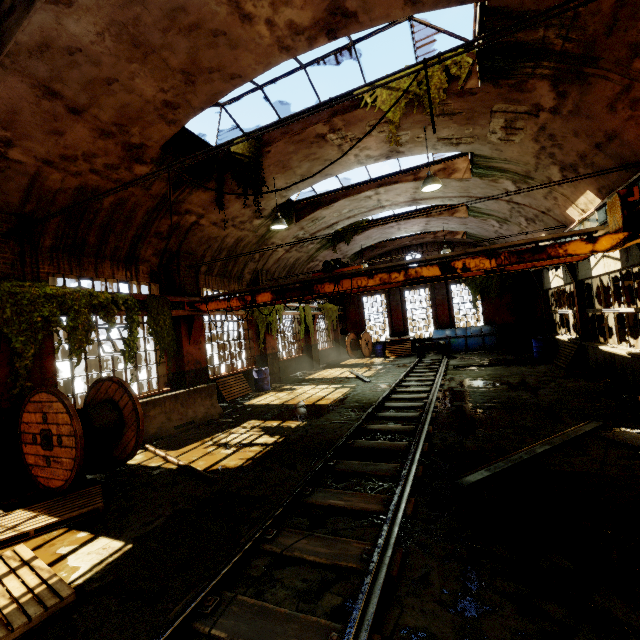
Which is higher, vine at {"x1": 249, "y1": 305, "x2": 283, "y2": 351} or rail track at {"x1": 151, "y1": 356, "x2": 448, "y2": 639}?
vine at {"x1": 249, "y1": 305, "x2": 283, "y2": 351}

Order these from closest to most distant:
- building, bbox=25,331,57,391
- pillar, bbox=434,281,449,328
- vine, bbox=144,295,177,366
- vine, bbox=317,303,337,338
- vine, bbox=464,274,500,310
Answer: building, bbox=25,331,57,391 < vine, bbox=144,295,177,366 < vine, bbox=464,274,500,310 < vine, bbox=317,303,337,338 < pillar, bbox=434,281,449,328

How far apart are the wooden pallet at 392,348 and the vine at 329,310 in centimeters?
364cm

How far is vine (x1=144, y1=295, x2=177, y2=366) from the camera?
9.28m

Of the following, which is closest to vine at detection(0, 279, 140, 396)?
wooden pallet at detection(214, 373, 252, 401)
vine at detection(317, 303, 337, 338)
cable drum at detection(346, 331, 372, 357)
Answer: wooden pallet at detection(214, 373, 252, 401)

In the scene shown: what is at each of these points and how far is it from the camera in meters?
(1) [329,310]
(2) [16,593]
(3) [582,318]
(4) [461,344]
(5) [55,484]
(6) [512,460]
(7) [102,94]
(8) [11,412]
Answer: (1) vine, 22.0
(2) wooden pallet, 3.2
(3) pillar, 11.3
(4) dumpster, 20.2
(5) cable drum, 5.8
(6) beam, 5.1
(7) building, 6.1
(8) building, 6.6

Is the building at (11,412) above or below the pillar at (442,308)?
below

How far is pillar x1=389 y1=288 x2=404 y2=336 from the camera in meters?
23.3
